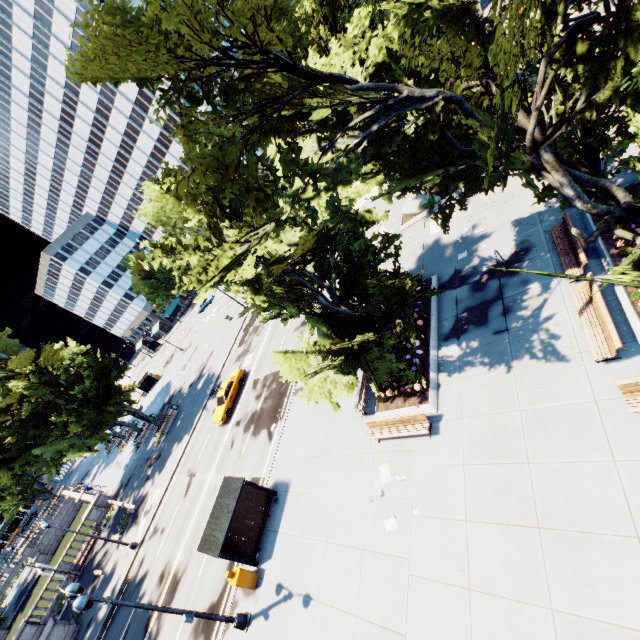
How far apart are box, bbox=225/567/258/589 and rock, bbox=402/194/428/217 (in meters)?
22.66

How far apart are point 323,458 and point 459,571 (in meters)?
7.82

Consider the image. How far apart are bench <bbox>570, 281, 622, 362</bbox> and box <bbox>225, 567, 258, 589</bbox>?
16.3m

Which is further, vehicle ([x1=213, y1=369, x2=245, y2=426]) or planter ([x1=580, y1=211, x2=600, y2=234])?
vehicle ([x1=213, y1=369, x2=245, y2=426])

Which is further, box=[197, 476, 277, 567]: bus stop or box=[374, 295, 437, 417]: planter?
box=[197, 476, 277, 567]: bus stop

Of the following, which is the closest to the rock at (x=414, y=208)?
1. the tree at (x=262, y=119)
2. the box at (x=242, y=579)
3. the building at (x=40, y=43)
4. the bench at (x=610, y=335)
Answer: the tree at (x=262, y=119)

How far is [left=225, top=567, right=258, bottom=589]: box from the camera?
14.3m

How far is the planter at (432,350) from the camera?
13.16m
